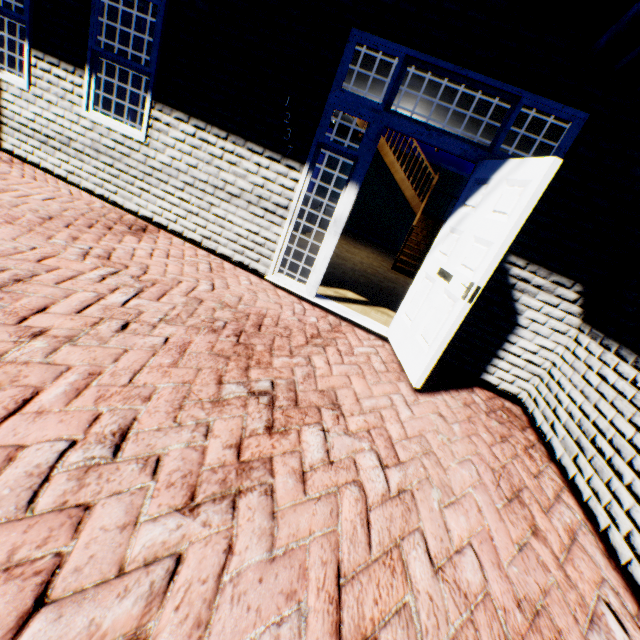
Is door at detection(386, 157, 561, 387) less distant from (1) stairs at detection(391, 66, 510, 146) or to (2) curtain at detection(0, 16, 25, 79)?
(1) stairs at detection(391, 66, 510, 146)

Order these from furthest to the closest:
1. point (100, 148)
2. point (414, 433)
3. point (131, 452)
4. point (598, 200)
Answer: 1. point (100, 148)
2. point (598, 200)
3. point (414, 433)
4. point (131, 452)

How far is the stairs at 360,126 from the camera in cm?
912

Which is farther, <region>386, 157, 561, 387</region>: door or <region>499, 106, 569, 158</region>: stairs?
<region>499, 106, 569, 158</region>: stairs

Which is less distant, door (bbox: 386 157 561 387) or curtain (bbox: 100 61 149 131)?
door (bbox: 386 157 561 387)

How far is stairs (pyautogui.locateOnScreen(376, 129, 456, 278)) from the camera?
9.1 meters
